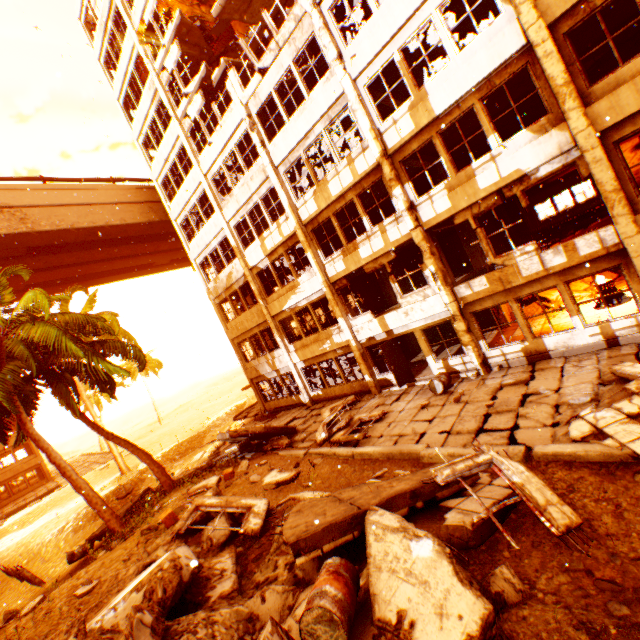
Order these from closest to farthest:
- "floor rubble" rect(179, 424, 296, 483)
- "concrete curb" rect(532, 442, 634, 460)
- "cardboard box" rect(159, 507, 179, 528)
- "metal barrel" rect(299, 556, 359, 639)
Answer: "metal barrel" rect(299, 556, 359, 639), "concrete curb" rect(532, 442, 634, 460), "cardboard box" rect(159, 507, 179, 528), "floor rubble" rect(179, 424, 296, 483)

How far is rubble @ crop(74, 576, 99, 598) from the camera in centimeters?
730cm

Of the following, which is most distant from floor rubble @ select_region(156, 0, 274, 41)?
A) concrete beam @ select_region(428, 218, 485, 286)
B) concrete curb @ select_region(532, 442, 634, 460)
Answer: concrete curb @ select_region(532, 442, 634, 460)

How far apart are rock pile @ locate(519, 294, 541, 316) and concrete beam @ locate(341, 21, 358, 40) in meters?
13.0

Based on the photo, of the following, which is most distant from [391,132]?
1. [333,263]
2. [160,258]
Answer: [160,258]

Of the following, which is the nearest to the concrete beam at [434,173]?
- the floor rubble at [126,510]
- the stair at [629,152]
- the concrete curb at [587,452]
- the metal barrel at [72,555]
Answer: the stair at [629,152]

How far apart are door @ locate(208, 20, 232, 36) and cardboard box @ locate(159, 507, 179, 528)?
22.29m

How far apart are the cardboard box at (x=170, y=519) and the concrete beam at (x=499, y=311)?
14.8m
